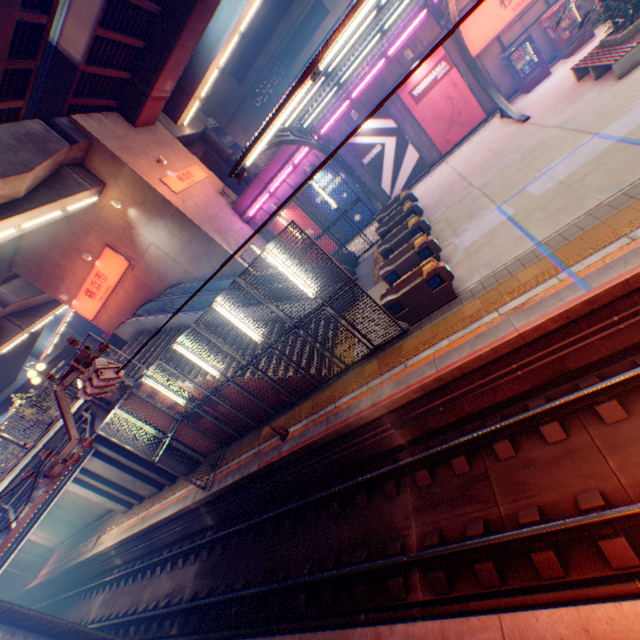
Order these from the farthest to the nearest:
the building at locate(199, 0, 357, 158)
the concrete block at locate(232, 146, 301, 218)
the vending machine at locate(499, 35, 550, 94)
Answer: the building at locate(199, 0, 357, 158)
the concrete block at locate(232, 146, 301, 218)
the vending machine at locate(499, 35, 550, 94)

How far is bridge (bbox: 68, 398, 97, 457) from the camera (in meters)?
13.34

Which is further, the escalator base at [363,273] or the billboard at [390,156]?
the billboard at [390,156]

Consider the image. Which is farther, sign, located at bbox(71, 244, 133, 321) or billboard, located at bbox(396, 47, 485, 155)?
sign, located at bbox(71, 244, 133, 321)

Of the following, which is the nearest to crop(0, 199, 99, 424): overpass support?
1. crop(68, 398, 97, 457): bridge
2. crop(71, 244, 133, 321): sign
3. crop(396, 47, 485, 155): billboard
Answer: crop(68, 398, 97, 457): bridge

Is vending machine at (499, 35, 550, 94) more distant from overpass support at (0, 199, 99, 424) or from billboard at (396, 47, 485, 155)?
overpass support at (0, 199, 99, 424)

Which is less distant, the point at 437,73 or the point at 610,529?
the point at 610,529

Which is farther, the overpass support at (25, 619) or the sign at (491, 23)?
the sign at (491, 23)
